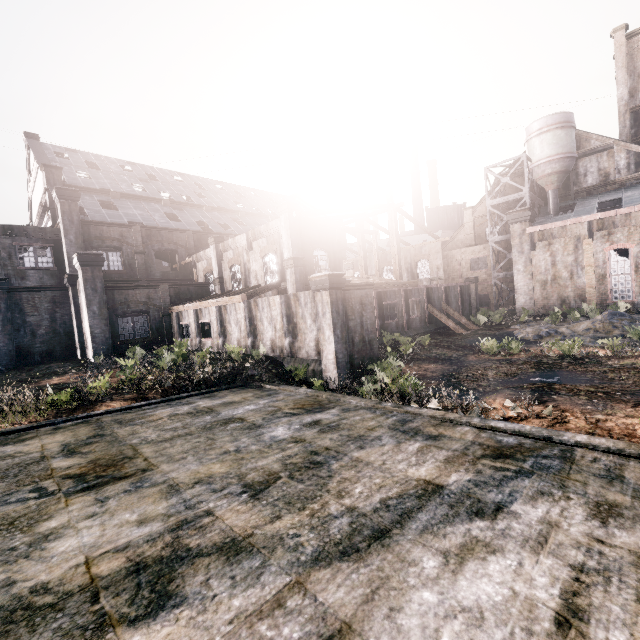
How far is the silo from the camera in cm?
3703

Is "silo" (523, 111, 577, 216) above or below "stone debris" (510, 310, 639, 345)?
above

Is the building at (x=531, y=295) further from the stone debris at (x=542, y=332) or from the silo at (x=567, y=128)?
the stone debris at (x=542, y=332)

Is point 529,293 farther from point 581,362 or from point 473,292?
point 581,362

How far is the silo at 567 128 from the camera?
37.0 meters

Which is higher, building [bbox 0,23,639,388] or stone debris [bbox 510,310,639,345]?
building [bbox 0,23,639,388]

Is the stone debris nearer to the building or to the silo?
the building
